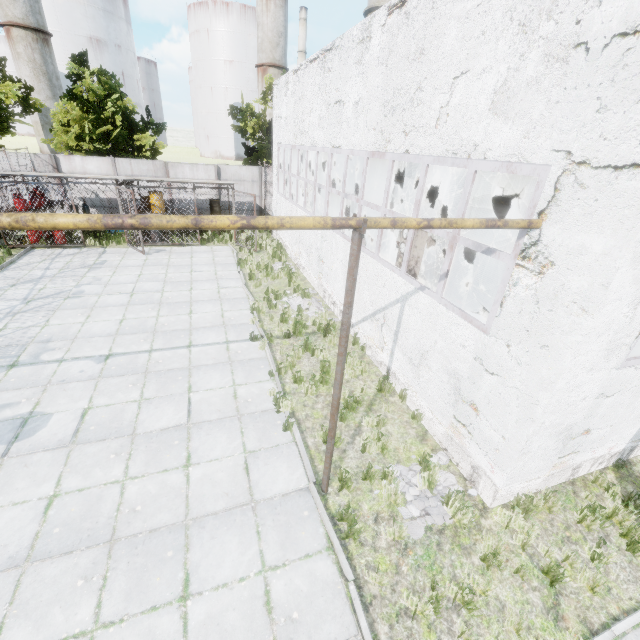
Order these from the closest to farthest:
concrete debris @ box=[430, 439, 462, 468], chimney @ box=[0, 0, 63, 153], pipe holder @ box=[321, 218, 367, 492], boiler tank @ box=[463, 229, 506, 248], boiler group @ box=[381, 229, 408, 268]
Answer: pipe holder @ box=[321, 218, 367, 492] → concrete debris @ box=[430, 439, 462, 468] → boiler group @ box=[381, 229, 408, 268] → boiler tank @ box=[463, 229, 506, 248] → chimney @ box=[0, 0, 63, 153]

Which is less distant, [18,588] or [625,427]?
[18,588]

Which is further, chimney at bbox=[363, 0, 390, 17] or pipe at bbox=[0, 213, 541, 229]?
chimney at bbox=[363, 0, 390, 17]

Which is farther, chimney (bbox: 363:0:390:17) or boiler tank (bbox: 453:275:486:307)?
chimney (bbox: 363:0:390:17)

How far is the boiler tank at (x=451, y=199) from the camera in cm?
1313

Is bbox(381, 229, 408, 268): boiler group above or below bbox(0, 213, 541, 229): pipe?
below

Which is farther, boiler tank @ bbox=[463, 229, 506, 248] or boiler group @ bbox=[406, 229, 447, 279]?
boiler tank @ bbox=[463, 229, 506, 248]

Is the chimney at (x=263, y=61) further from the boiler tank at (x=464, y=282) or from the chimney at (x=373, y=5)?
the boiler tank at (x=464, y=282)
